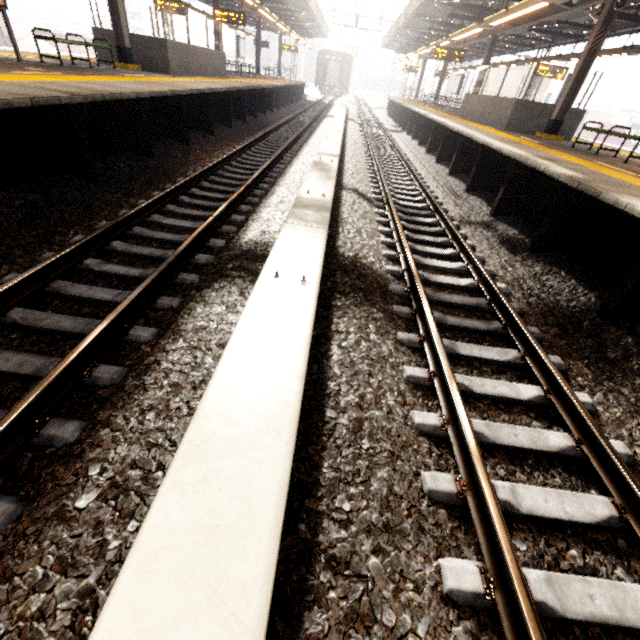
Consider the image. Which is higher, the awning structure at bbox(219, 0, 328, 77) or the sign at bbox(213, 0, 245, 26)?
the awning structure at bbox(219, 0, 328, 77)

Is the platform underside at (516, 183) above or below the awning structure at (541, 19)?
below

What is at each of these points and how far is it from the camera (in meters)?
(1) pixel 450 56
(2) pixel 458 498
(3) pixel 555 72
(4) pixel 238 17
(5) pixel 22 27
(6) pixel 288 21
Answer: (1) sign, 15.98
(2) train track, 2.05
(3) sign, 16.02
(4) sign, 15.70
(5) building, 54.03
(6) awning structure, 26.34

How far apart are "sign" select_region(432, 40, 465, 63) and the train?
26.28m

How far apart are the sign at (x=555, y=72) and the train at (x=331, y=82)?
27.8m

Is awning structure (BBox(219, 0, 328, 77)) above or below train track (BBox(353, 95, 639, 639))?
above

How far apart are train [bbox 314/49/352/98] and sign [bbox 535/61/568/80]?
27.78m

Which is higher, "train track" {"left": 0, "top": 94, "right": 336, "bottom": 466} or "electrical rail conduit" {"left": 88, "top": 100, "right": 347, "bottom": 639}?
"electrical rail conduit" {"left": 88, "top": 100, "right": 347, "bottom": 639}
